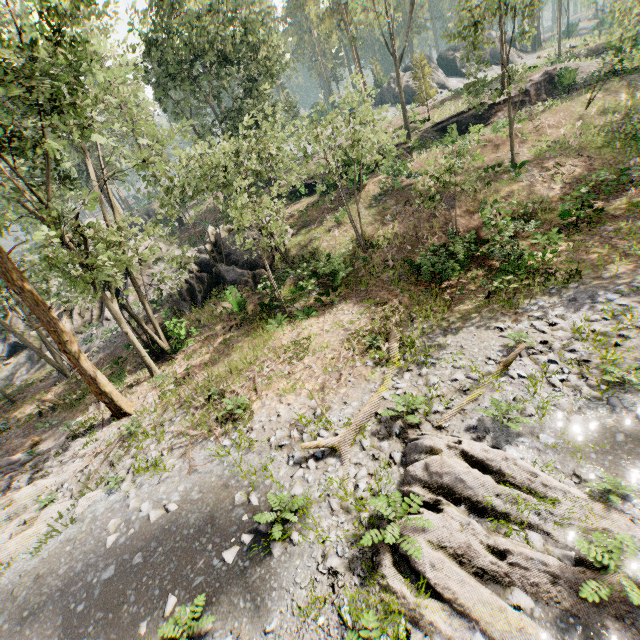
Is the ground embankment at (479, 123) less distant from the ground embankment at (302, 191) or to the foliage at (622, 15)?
the foliage at (622, 15)

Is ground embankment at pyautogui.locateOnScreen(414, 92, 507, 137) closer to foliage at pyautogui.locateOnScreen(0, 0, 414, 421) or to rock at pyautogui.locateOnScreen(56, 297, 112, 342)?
foliage at pyautogui.locateOnScreen(0, 0, 414, 421)

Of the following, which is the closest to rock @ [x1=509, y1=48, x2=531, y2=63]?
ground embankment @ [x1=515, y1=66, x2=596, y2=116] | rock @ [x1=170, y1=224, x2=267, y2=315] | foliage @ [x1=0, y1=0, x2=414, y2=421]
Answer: foliage @ [x1=0, y1=0, x2=414, y2=421]

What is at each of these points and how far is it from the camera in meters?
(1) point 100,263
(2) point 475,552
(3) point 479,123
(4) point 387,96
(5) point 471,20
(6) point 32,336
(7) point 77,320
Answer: (1) foliage, 12.6 m
(2) foliage, 6.2 m
(3) ground embankment, 29.7 m
(4) rock, 52.3 m
(5) foliage, 17.7 m
(6) rock, 29.1 m
(7) rock, 27.8 m

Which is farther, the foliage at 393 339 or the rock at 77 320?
the rock at 77 320

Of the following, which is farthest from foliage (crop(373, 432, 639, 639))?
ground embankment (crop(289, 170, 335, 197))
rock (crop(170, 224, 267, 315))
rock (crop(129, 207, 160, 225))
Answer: rock (crop(129, 207, 160, 225))

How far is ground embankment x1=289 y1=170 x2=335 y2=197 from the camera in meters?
28.2 m
